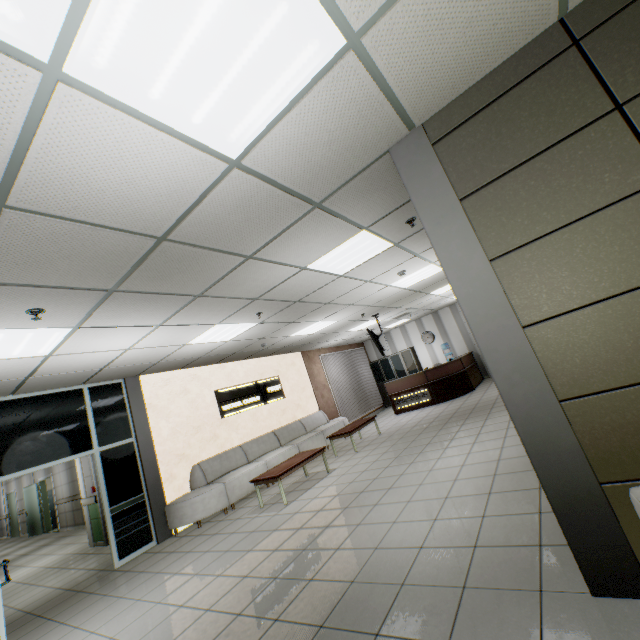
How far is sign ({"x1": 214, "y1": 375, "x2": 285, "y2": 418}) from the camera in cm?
835

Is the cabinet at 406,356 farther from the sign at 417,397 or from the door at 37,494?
the door at 37,494

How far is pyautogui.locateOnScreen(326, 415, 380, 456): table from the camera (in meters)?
8.05

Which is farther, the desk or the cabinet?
the cabinet

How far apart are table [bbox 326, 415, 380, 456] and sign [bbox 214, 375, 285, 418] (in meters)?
2.14

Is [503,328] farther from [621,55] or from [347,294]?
[347,294]

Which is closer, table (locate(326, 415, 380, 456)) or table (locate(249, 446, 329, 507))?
table (locate(249, 446, 329, 507))

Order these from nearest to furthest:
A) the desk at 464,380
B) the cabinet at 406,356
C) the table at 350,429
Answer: the table at 350,429, the desk at 464,380, the cabinet at 406,356
